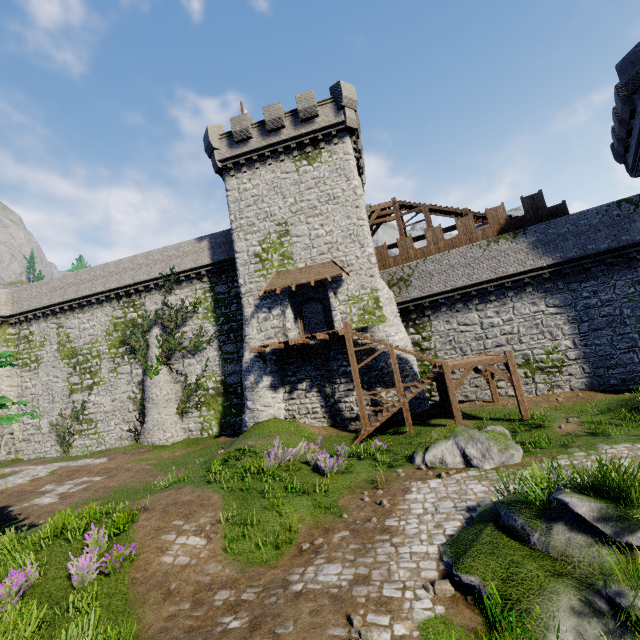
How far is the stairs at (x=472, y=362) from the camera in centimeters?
1529cm

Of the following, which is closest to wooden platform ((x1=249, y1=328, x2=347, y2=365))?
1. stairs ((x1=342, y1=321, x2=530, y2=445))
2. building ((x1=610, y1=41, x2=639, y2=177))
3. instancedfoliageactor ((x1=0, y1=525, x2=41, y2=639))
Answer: stairs ((x1=342, y1=321, x2=530, y2=445))

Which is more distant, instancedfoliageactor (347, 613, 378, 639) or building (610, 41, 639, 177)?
building (610, 41, 639, 177)

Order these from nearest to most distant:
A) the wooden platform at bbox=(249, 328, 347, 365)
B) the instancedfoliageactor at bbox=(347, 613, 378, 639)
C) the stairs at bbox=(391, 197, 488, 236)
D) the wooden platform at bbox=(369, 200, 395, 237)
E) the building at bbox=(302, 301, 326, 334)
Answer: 1. the instancedfoliageactor at bbox=(347, 613, 378, 639)
2. the wooden platform at bbox=(249, 328, 347, 365)
3. the stairs at bbox=(391, 197, 488, 236)
4. the wooden platform at bbox=(369, 200, 395, 237)
5. the building at bbox=(302, 301, 326, 334)

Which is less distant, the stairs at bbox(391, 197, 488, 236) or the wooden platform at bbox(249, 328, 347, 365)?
the wooden platform at bbox(249, 328, 347, 365)

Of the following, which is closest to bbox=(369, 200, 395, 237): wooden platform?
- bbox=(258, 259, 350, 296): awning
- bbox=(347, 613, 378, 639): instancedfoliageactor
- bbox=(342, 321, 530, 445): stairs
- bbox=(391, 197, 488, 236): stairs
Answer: bbox=(391, 197, 488, 236): stairs

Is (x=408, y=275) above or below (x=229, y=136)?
below

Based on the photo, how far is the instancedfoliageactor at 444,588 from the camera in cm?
559
